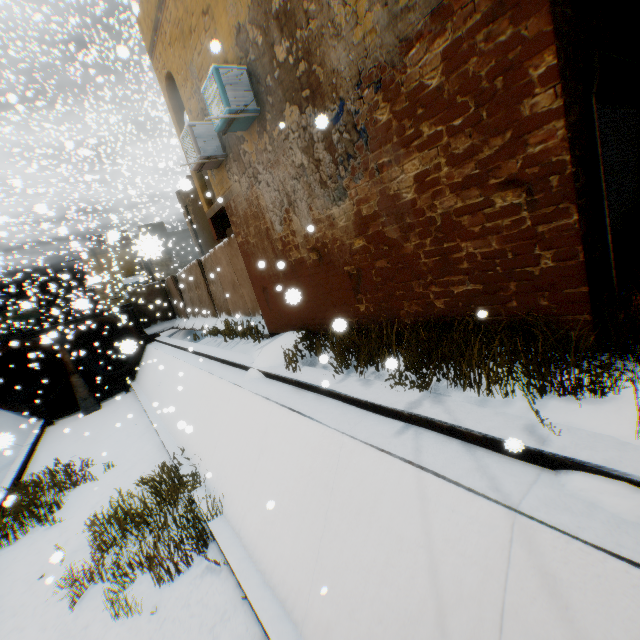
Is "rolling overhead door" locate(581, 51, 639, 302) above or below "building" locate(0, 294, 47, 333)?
below

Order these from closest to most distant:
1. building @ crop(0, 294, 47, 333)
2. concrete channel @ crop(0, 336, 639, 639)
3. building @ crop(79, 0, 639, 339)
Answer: concrete channel @ crop(0, 336, 639, 639), building @ crop(79, 0, 639, 339), building @ crop(0, 294, 47, 333)

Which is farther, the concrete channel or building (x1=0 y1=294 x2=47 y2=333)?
building (x1=0 y1=294 x2=47 y2=333)

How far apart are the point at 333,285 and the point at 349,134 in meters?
2.7 m

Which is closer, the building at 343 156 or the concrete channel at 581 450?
the concrete channel at 581 450

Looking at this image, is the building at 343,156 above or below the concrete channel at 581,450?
above

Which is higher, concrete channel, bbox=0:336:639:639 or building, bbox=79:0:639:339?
building, bbox=79:0:639:339
